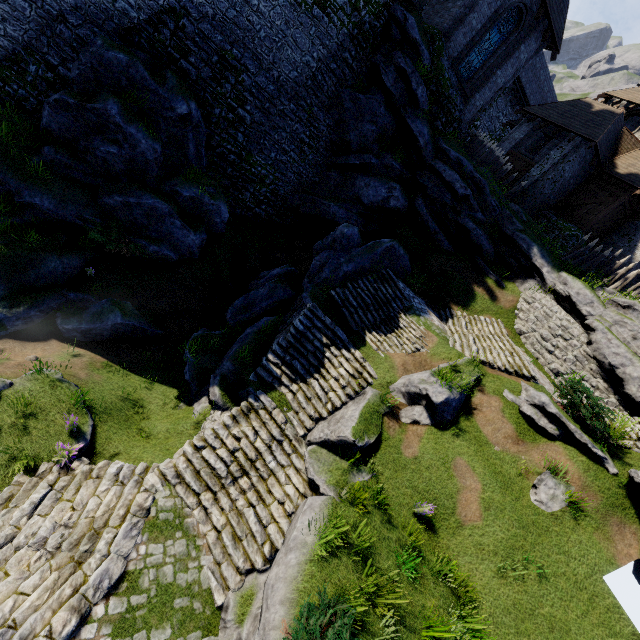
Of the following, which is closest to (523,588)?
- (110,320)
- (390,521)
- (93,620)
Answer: (390,521)

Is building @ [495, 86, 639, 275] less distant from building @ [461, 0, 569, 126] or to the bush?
building @ [461, 0, 569, 126]

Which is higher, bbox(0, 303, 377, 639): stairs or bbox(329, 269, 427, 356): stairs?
bbox(329, 269, 427, 356): stairs

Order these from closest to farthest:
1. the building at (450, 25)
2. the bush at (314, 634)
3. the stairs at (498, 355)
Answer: the bush at (314, 634), the stairs at (498, 355), the building at (450, 25)

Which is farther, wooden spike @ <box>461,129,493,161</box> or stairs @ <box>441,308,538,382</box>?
wooden spike @ <box>461,129,493,161</box>

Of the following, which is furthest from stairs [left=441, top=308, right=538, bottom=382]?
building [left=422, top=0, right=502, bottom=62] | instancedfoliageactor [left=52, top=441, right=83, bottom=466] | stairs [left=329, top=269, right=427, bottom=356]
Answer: instancedfoliageactor [left=52, top=441, right=83, bottom=466]

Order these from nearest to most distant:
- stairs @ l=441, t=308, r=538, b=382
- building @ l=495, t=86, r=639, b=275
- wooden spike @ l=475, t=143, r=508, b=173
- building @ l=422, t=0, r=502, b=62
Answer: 1. stairs @ l=441, t=308, r=538, b=382
2. building @ l=422, t=0, r=502, b=62
3. wooden spike @ l=475, t=143, r=508, b=173
4. building @ l=495, t=86, r=639, b=275

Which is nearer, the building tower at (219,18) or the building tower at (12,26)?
the building tower at (12,26)
